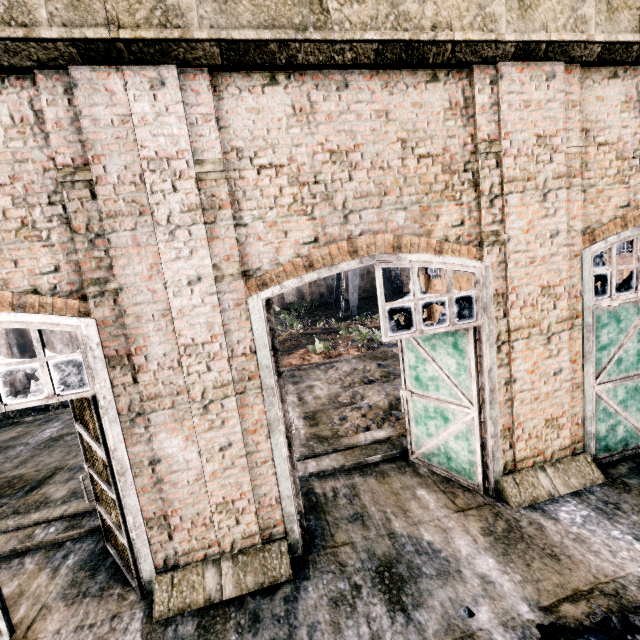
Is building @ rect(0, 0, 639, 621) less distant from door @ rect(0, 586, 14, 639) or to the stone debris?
door @ rect(0, 586, 14, 639)

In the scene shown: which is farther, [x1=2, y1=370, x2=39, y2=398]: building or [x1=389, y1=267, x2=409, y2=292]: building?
[x1=389, y1=267, x2=409, y2=292]: building

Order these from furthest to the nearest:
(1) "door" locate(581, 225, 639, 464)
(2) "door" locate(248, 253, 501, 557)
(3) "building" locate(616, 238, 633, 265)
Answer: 1. (3) "building" locate(616, 238, 633, 265)
2. (1) "door" locate(581, 225, 639, 464)
3. (2) "door" locate(248, 253, 501, 557)

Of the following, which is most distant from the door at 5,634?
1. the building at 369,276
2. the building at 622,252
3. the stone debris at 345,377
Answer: the building at 622,252

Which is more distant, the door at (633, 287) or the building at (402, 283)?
the building at (402, 283)

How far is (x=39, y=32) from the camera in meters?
3.9 m

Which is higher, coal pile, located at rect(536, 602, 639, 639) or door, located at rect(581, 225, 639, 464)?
door, located at rect(581, 225, 639, 464)

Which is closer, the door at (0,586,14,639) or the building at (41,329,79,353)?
the door at (0,586,14,639)
